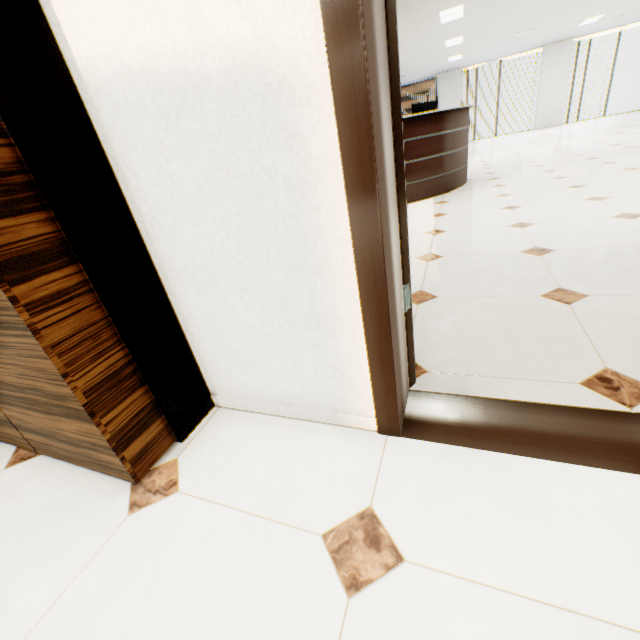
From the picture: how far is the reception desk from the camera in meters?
4.4 m

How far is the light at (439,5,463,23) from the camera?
6.7m

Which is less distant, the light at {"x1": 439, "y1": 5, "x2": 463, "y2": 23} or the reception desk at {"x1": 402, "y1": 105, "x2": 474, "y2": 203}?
the reception desk at {"x1": 402, "y1": 105, "x2": 474, "y2": 203}

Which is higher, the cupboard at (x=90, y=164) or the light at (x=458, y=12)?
the light at (x=458, y=12)

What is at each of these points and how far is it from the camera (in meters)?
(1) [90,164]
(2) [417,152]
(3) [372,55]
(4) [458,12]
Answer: (1) cupboard, 0.94
(2) reception desk, 4.51
(3) door, 0.67
(4) light, 6.95

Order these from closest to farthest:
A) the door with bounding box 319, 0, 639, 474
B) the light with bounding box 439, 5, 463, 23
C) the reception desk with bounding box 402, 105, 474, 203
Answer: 1. the door with bounding box 319, 0, 639, 474
2. the reception desk with bounding box 402, 105, 474, 203
3. the light with bounding box 439, 5, 463, 23

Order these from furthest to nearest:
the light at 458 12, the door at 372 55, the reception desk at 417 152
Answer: the light at 458 12 → the reception desk at 417 152 → the door at 372 55

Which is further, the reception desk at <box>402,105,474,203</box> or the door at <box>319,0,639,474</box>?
the reception desk at <box>402,105,474,203</box>
